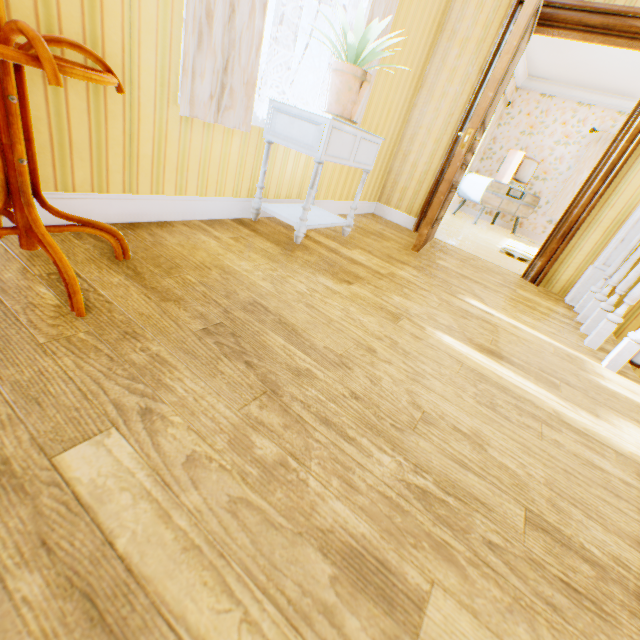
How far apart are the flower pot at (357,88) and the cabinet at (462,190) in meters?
5.6 m

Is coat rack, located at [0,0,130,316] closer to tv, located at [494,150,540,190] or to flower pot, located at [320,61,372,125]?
flower pot, located at [320,61,372,125]

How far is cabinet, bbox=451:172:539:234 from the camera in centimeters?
686cm

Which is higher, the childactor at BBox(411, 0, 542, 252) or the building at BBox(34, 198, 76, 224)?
the childactor at BBox(411, 0, 542, 252)

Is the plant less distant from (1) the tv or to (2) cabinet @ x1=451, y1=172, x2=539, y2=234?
(2) cabinet @ x1=451, y1=172, x2=539, y2=234

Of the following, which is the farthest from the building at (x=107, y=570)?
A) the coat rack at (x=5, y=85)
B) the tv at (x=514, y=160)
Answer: the tv at (x=514, y=160)

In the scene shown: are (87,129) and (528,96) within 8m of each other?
no

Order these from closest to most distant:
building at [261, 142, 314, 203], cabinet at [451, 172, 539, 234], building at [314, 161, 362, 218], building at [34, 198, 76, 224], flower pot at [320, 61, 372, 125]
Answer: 1. building at [34, 198, 76, 224]
2. flower pot at [320, 61, 372, 125]
3. building at [261, 142, 314, 203]
4. building at [314, 161, 362, 218]
5. cabinet at [451, 172, 539, 234]
